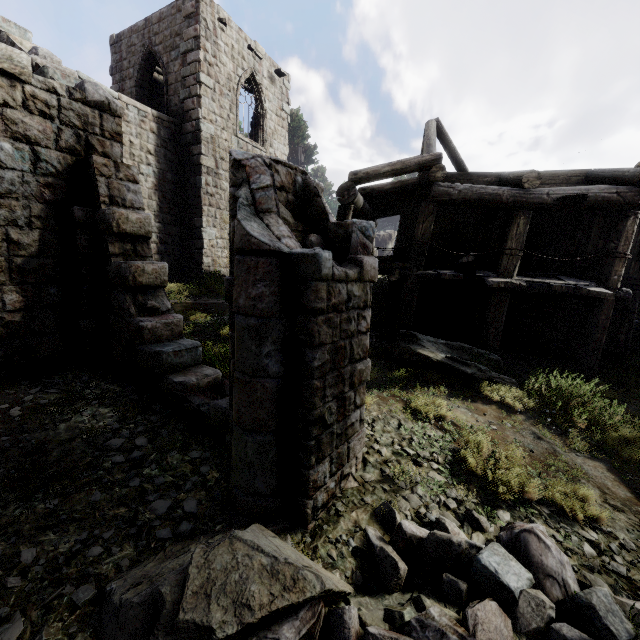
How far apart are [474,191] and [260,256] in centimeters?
717cm

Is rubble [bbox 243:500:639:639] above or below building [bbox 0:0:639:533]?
below

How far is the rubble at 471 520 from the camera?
3.79m

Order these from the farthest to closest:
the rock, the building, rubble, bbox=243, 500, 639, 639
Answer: the rock
the building
rubble, bbox=243, 500, 639, 639

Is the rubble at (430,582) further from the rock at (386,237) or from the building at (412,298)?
the rock at (386,237)

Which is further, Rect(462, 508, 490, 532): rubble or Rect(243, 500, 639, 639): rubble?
Rect(462, 508, 490, 532): rubble

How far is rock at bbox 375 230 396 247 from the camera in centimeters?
3569cm

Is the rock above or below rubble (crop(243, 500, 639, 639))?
above
